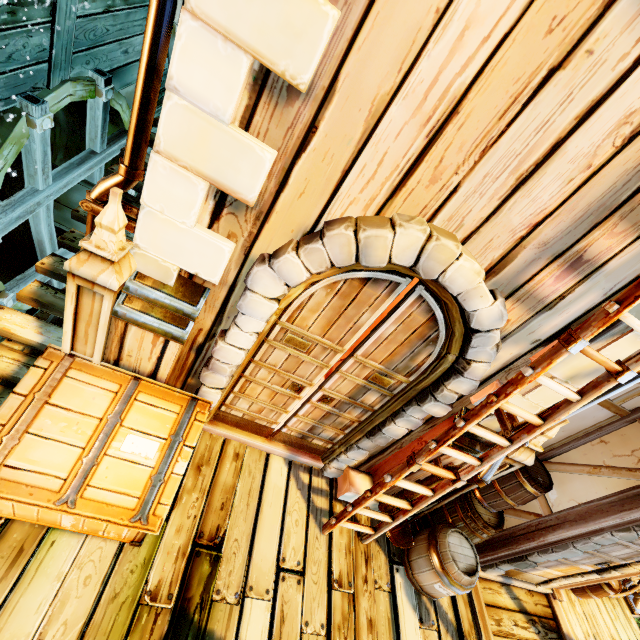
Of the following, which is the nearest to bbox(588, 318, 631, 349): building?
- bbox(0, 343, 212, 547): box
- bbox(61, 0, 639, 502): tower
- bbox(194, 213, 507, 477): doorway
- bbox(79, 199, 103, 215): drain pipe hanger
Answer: bbox(61, 0, 639, 502): tower

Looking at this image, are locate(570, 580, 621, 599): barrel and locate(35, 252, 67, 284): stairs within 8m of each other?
no

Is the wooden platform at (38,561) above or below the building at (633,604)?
above

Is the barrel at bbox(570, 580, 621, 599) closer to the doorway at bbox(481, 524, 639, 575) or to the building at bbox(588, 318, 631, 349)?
the building at bbox(588, 318, 631, 349)

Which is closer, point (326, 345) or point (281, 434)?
point (326, 345)

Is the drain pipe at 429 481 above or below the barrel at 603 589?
above

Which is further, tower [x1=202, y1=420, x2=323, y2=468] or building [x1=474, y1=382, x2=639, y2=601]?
tower [x1=202, y1=420, x2=323, y2=468]

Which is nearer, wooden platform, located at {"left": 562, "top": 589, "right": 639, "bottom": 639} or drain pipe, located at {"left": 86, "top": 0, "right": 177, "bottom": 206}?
drain pipe, located at {"left": 86, "top": 0, "right": 177, "bottom": 206}
